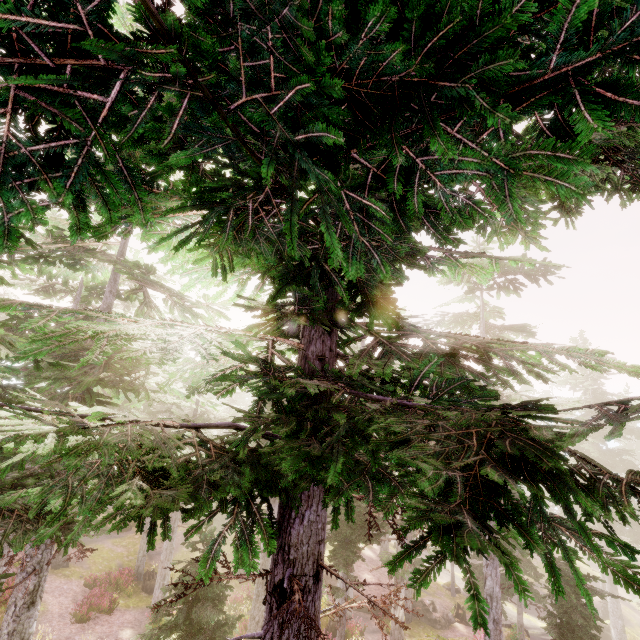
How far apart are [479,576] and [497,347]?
33.3m

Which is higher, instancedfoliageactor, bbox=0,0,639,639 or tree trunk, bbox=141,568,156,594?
instancedfoliageactor, bbox=0,0,639,639

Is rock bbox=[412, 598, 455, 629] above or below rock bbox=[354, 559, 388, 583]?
below

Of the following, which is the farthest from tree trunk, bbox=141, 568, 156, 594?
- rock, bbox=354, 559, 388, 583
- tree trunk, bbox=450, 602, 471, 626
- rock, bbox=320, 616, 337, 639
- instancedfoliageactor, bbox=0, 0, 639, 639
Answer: tree trunk, bbox=450, 602, 471, 626

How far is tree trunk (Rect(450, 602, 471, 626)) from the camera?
27.7 meters

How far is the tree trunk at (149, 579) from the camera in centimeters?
2335cm

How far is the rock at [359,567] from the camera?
29.1m

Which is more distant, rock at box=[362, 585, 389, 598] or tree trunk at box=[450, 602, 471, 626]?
tree trunk at box=[450, 602, 471, 626]
